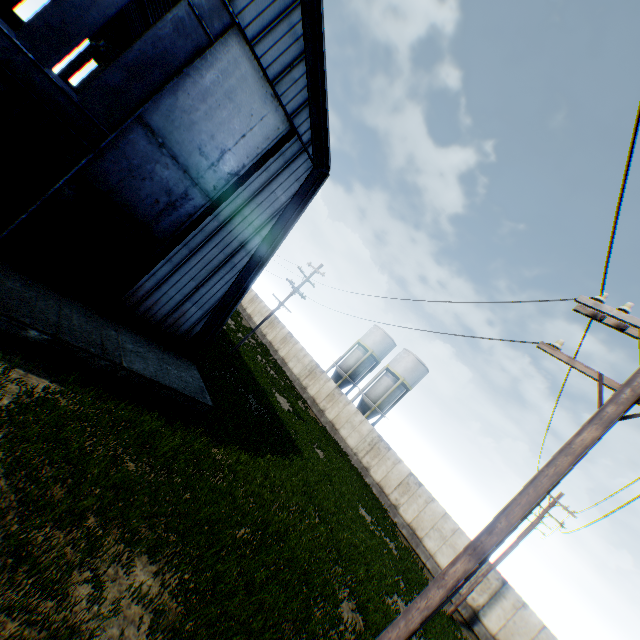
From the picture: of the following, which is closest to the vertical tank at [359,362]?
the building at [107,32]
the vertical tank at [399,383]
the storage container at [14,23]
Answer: the vertical tank at [399,383]

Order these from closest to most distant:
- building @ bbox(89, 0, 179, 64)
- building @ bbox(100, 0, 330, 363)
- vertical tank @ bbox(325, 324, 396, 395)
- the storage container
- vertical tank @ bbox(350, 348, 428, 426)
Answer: building @ bbox(100, 0, 330, 363), the storage container, building @ bbox(89, 0, 179, 64), vertical tank @ bbox(350, 348, 428, 426), vertical tank @ bbox(325, 324, 396, 395)

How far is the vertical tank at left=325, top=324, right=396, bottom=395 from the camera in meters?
41.6

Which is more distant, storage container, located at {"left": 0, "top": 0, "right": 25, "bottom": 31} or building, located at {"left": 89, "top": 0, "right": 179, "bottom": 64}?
building, located at {"left": 89, "top": 0, "right": 179, "bottom": 64}

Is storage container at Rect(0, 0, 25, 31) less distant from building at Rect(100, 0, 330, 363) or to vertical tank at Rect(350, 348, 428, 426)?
building at Rect(100, 0, 330, 363)

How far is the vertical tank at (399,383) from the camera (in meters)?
37.69

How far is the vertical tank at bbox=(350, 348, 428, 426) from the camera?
37.7m

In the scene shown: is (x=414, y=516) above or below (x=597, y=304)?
below
